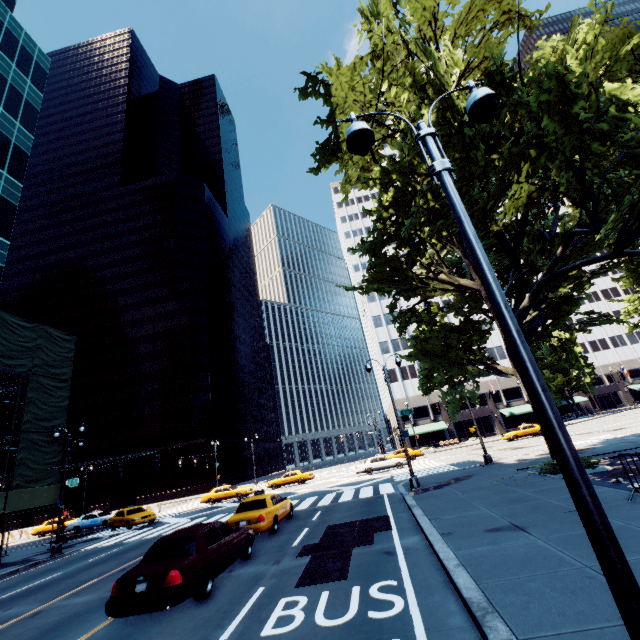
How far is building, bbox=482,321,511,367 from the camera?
57.2 meters

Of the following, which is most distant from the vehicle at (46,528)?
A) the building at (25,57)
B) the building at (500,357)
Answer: the building at (500,357)

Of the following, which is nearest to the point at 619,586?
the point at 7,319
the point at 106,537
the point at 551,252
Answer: the point at 551,252

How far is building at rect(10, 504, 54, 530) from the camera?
54.38m

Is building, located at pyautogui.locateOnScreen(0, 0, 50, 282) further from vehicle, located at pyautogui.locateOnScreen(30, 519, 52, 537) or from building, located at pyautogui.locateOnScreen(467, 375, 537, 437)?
building, located at pyautogui.locateOnScreen(467, 375, 537, 437)

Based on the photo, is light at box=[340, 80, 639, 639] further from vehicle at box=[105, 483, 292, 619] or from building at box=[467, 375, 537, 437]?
building at box=[467, 375, 537, 437]

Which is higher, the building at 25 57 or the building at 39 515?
the building at 25 57

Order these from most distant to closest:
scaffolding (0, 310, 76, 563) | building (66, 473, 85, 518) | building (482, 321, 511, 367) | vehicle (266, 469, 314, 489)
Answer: building (482, 321, 511, 367)
building (66, 473, 85, 518)
vehicle (266, 469, 314, 489)
scaffolding (0, 310, 76, 563)
